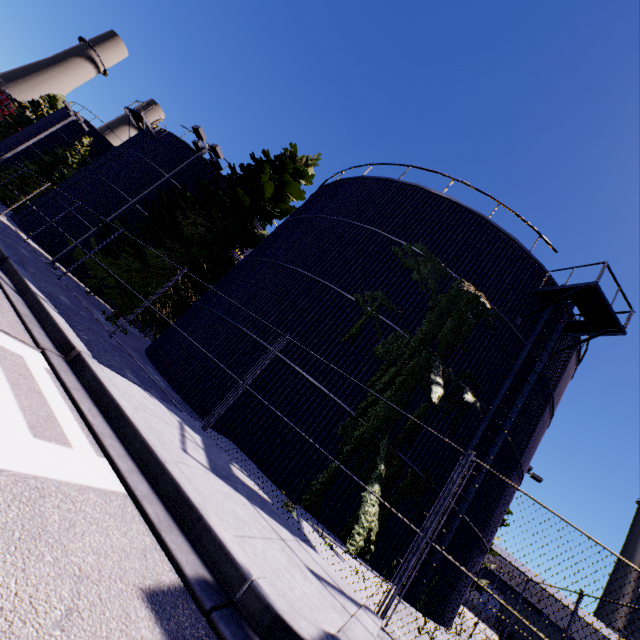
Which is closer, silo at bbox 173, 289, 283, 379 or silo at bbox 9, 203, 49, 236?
silo at bbox 173, 289, 283, 379

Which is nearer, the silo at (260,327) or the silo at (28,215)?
the silo at (260,327)

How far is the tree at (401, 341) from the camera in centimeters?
988cm

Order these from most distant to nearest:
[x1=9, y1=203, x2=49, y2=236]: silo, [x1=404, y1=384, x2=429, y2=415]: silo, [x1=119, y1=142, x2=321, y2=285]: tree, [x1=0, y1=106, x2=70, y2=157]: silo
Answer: [x1=0, y1=106, x2=70, y2=157]: silo, [x1=9, y1=203, x2=49, y2=236]: silo, [x1=119, y1=142, x2=321, y2=285]: tree, [x1=404, y1=384, x2=429, y2=415]: silo

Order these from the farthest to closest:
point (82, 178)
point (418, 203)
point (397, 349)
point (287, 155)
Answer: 1. point (82, 178)
2. point (287, 155)
3. point (418, 203)
4. point (397, 349)

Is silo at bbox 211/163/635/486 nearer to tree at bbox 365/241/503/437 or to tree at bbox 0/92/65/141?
tree at bbox 365/241/503/437

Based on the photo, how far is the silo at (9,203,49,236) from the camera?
20.8 meters
